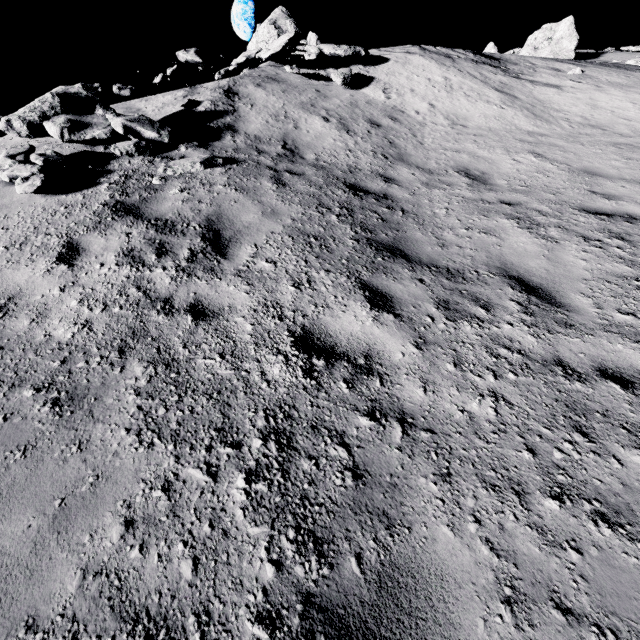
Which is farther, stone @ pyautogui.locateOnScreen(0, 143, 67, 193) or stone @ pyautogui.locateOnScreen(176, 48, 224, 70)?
stone @ pyautogui.locateOnScreen(176, 48, 224, 70)

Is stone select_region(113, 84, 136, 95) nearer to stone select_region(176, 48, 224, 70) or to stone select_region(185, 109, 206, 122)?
stone select_region(185, 109, 206, 122)

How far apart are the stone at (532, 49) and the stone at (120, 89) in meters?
25.8 m

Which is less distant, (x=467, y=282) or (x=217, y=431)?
(x=217, y=431)

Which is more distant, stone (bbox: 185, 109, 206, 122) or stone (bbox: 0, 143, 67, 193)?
stone (bbox: 185, 109, 206, 122)

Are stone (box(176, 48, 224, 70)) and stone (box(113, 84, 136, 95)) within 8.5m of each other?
yes

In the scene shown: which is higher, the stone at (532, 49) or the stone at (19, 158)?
the stone at (532, 49)

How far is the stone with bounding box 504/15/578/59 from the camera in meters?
21.0 m
